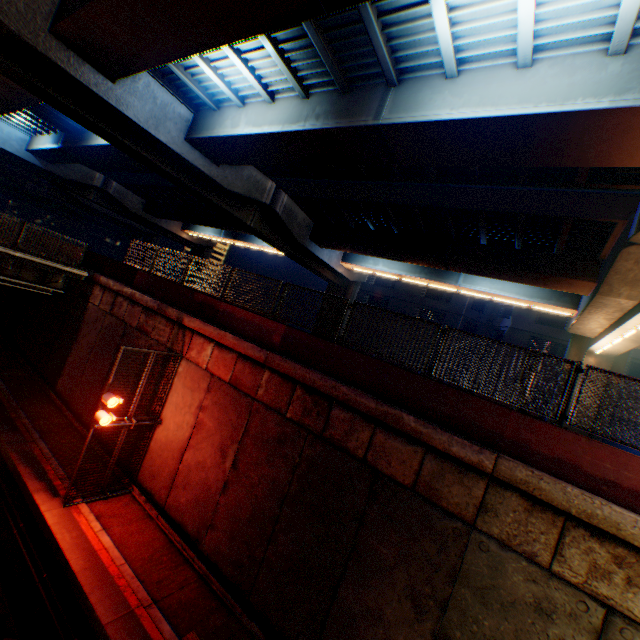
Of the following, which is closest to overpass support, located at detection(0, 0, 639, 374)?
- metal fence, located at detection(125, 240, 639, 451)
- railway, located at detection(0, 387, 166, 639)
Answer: metal fence, located at detection(125, 240, 639, 451)

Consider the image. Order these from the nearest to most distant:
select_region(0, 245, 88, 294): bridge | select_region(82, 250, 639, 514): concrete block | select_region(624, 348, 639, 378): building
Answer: select_region(82, 250, 639, 514): concrete block
select_region(0, 245, 88, 294): bridge
select_region(624, 348, 639, 378): building

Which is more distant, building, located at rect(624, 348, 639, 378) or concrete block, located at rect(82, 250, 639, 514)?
building, located at rect(624, 348, 639, 378)

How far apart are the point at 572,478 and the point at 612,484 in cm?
53

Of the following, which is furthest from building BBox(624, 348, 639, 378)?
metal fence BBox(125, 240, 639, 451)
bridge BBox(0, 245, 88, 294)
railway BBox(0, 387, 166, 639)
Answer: railway BBox(0, 387, 166, 639)

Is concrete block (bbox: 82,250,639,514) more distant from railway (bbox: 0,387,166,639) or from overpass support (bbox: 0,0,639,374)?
railway (bbox: 0,387,166,639)

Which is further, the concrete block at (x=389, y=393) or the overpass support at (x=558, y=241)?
the overpass support at (x=558, y=241)

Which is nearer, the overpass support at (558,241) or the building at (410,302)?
the overpass support at (558,241)
